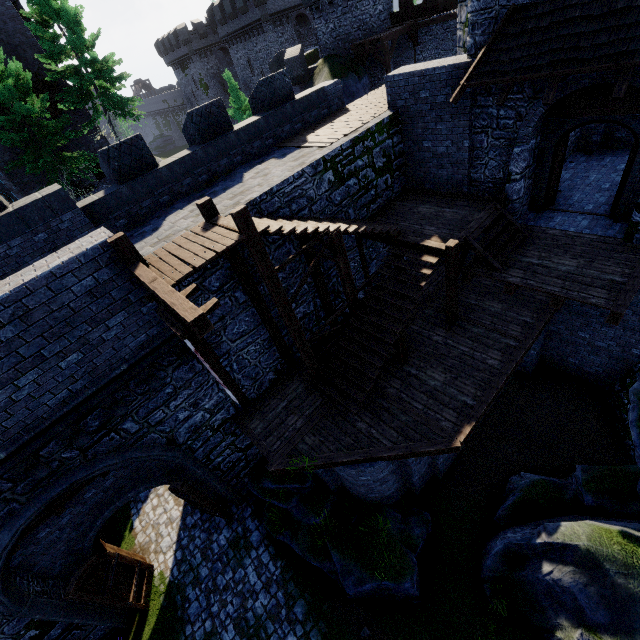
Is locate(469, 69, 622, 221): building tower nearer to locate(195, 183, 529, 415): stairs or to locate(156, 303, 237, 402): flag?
locate(195, 183, 529, 415): stairs

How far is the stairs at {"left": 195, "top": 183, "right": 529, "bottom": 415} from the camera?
7.92m

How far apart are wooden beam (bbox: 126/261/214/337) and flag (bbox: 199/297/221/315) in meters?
0.0

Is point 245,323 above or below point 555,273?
above

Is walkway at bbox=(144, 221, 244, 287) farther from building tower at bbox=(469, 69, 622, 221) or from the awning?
building tower at bbox=(469, 69, 622, 221)

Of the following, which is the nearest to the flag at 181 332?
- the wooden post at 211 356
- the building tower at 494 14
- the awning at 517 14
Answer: the wooden post at 211 356

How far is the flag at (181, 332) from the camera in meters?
4.9
